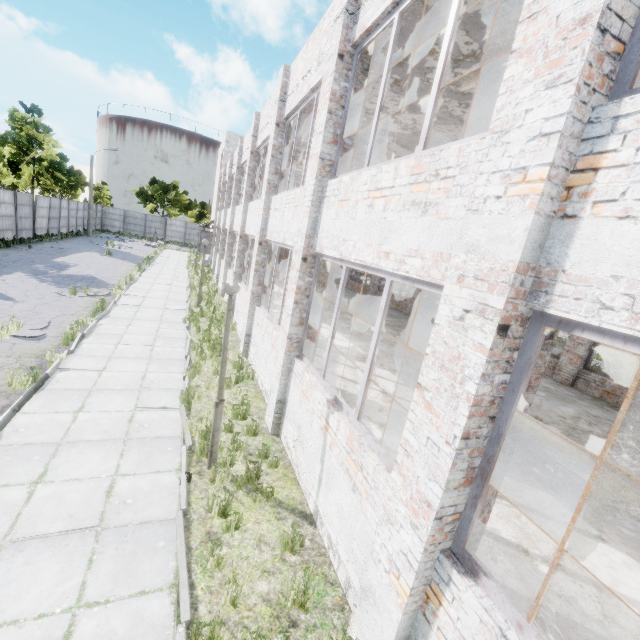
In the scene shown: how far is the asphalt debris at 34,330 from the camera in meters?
9.3 m

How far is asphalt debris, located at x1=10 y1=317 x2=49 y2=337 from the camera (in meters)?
9.35

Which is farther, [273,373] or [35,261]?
[35,261]
